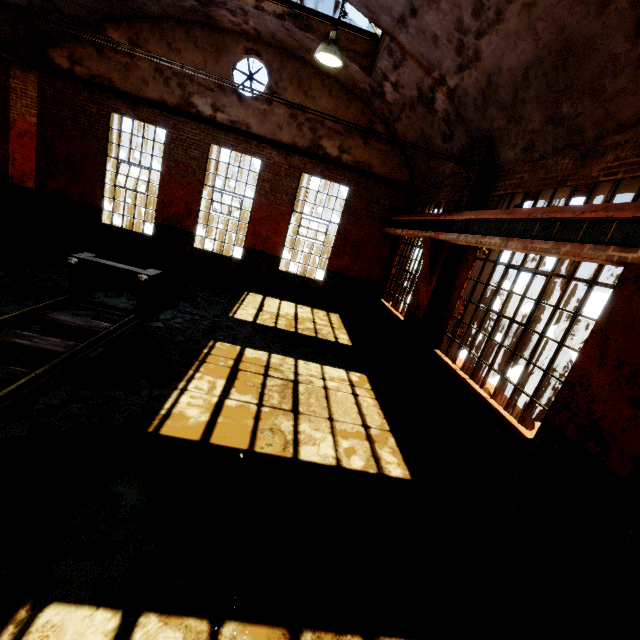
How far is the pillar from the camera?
9.8m

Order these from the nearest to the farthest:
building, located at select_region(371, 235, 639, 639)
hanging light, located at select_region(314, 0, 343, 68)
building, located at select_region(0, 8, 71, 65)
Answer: building, located at select_region(371, 235, 639, 639) → hanging light, located at select_region(314, 0, 343, 68) → building, located at select_region(0, 8, 71, 65)

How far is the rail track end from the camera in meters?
6.6

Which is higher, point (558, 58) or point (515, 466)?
point (558, 58)

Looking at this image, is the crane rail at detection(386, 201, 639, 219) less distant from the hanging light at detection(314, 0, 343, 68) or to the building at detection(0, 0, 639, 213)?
the building at detection(0, 0, 639, 213)

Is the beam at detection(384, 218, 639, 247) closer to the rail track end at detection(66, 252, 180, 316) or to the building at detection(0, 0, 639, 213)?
the building at detection(0, 0, 639, 213)

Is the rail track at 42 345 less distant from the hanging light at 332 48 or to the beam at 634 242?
the hanging light at 332 48

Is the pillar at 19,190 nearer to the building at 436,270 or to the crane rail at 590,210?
the building at 436,270
